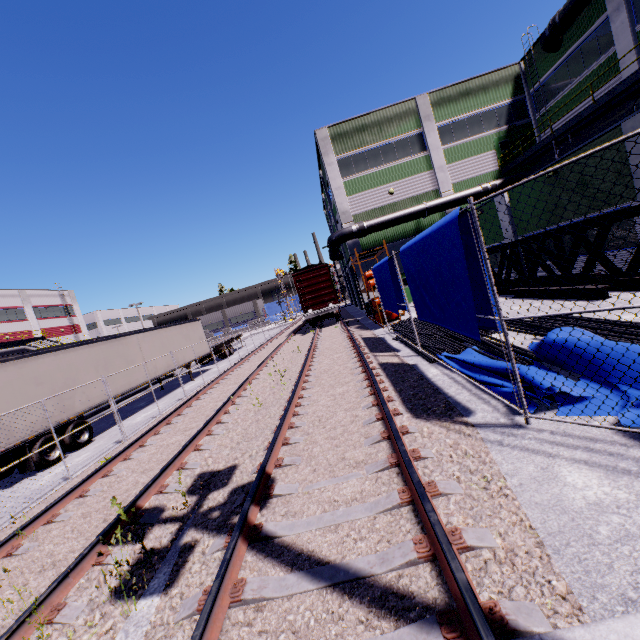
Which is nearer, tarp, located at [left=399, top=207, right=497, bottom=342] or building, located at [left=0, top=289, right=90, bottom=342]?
tarp, located at [left=399, top=207, right=497, bottom=342]

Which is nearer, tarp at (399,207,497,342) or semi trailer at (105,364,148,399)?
tarp at (399,207,497,342)

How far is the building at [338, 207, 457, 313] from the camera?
25.3 meters

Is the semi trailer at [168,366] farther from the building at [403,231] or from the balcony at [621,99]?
the balcony at [621,99]

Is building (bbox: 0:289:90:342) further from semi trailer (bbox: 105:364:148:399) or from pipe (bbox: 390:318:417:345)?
pipe (bbox: 390:318:417:345)

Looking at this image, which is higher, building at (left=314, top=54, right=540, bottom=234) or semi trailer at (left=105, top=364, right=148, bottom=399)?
building at (left=314, top=54, right=540, bottom=234)

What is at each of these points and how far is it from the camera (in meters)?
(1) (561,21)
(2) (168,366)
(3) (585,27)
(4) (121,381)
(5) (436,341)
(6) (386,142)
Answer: (1) pipe, 18.25
(2) semi trailer, 18.78
(3) building, 18.59
(4) semi trailer, 14.93
(5) pipe, 10.12
(6) building, 24.94

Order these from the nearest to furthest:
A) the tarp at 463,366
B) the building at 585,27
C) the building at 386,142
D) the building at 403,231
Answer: the tarp at 463,366, the building at 585,27, the building at 386,142, the building at 403,231
